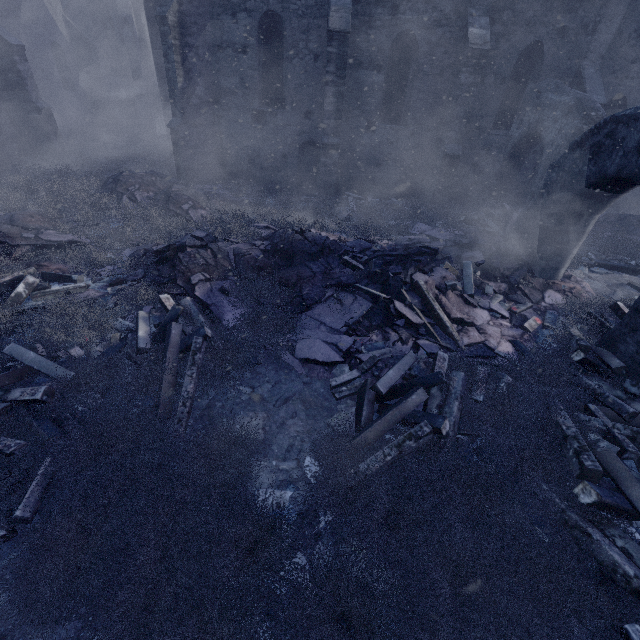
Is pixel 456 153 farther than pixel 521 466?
Yes

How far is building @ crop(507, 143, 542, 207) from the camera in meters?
12.5 m

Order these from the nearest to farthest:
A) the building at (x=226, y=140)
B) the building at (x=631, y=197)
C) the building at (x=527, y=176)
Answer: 1. the building at (x=226, y=140)
2. the building at (x=527, y=176)
3. the building at (x=631, y=197)

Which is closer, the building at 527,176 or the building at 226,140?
the building at 226,140

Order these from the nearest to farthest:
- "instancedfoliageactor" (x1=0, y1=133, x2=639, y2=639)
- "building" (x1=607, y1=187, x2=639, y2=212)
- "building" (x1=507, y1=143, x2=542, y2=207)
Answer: "instancedfoliageactor" (x1=0, y1=133, x2=639, y2=639) → "building" (x1=507, y1=143, x2=542, y2=207) → "building" (x1=607, y1=187, x2=639, y2=212)

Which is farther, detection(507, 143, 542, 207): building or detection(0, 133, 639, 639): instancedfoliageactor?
detection(507, 143, 542, 207): building

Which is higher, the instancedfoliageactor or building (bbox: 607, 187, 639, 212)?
building (bbox: 607, 187, 639, 212)
